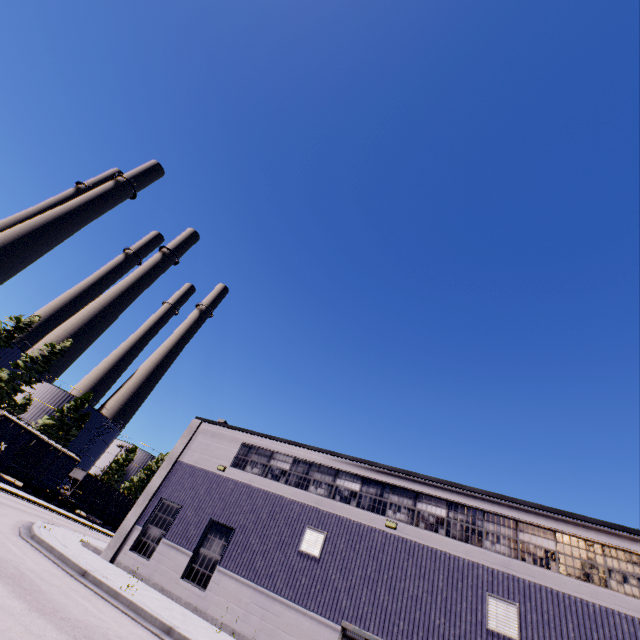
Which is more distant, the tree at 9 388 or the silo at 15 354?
the silo at 15 354

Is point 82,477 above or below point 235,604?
above

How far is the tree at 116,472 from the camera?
56.4 meters

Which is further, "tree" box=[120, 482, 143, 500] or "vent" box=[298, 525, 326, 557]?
"tree" box=[120, 482, 143, 500]

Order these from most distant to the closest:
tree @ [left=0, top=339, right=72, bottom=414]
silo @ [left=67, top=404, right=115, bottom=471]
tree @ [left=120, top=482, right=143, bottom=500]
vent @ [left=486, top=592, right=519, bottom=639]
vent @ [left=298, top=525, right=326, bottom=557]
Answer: tree @ [left=120, top=482, right=143, bottom=500] → silo @ [left=67, top=404, right=115, bottom=471] → tree @ [left=0, top=339, right=72, bottom=414] → vent @ [left=298, top=525, right=326, bottom=557] → vent @ [left=486, top=592, right=519, bottom=639]

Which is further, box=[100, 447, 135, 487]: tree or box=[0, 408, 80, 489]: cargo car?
box=[100, 447, 135, 487]: tree

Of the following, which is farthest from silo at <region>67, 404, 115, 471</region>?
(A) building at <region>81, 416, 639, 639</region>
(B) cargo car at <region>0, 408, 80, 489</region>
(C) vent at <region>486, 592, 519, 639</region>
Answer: (C) vent at <region>486, 592, 519, 639</region>

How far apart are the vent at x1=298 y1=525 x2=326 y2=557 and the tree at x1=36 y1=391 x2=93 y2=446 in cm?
5180
